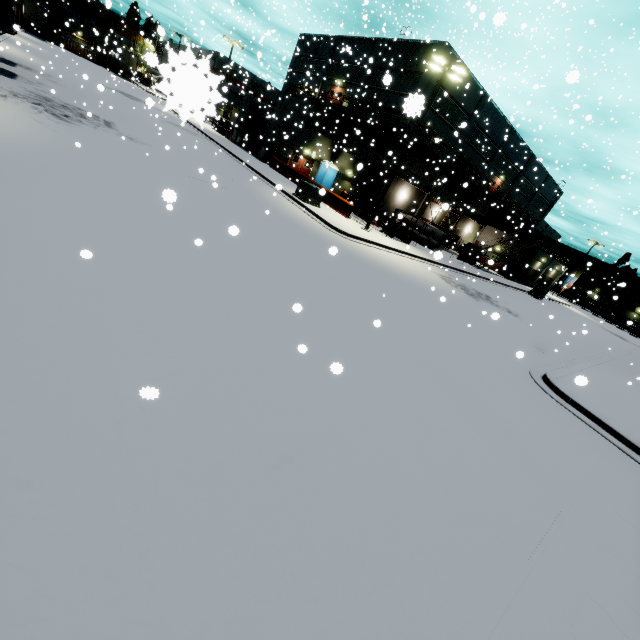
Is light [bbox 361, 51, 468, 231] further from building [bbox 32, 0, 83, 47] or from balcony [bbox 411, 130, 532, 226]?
building [bbox 32, 0, 83, 47]

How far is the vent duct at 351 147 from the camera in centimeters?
2988cm

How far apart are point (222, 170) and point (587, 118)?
17.35m

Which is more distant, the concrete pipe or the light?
the concrete pipe

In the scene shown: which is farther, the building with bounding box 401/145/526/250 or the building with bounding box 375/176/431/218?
the building with bounding box 375/176/431/218

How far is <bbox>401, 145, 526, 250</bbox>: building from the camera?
32.3 meters

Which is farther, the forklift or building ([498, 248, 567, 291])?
building ([498, 248, 567, 291])

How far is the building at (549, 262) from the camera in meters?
42.6
